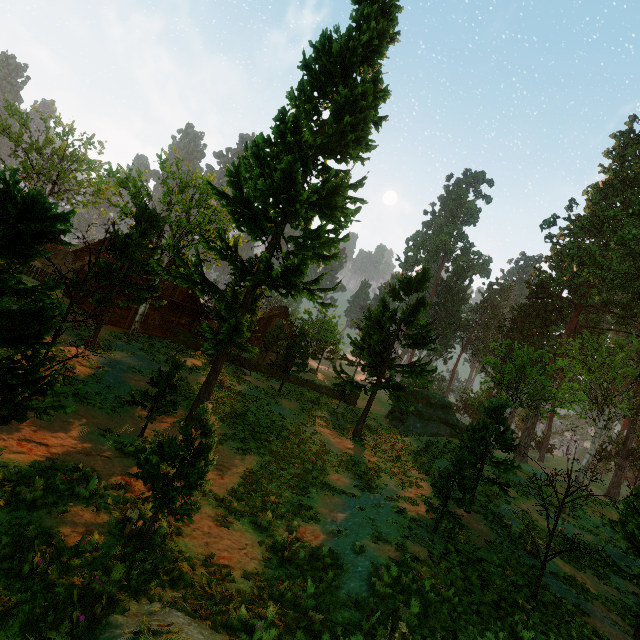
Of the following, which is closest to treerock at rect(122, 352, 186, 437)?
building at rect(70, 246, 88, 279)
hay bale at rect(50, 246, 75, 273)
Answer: building at rect(70, 246, 88, 279)

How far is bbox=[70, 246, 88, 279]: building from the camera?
28.2 meters

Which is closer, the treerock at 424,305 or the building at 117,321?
the treerock at 424,305

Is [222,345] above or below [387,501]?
above

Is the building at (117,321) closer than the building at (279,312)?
Yes

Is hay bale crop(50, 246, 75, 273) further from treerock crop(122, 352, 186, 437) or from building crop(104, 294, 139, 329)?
treerock crop(122, 352, 186, 437)

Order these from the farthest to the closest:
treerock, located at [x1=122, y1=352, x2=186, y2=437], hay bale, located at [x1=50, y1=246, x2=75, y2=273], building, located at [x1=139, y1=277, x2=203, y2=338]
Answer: hay bale, located at [x1=50, y1=246, x2=75, y2=273], building, located at [x1=139, y1=277, x2=203, y2=338], treerock, located at [x1=122, y1=352, x2=186, y2=437]
